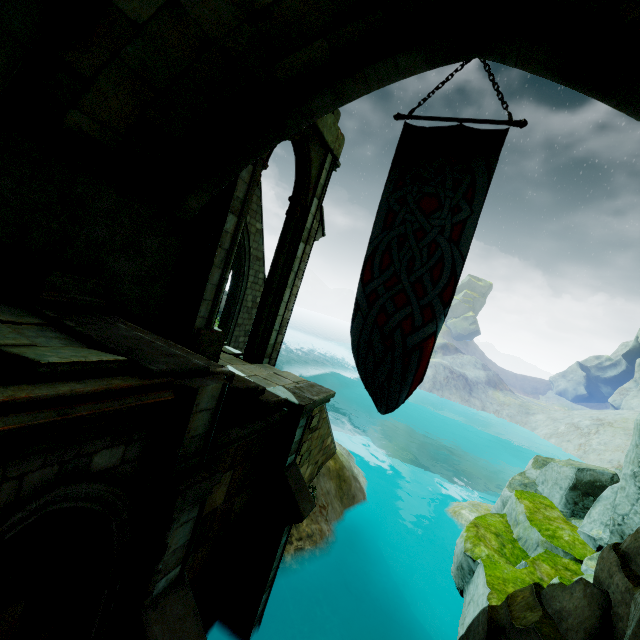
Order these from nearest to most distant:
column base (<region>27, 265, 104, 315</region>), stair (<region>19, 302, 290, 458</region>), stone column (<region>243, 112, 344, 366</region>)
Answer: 1. stair (<region>19, 302, 290, 458</region>)
2. column base (<region>27, 265, 104, 315</region>)
3. stone column (<region>243, 112, 344, 366</region>)

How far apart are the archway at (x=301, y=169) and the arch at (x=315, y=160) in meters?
0.0 m

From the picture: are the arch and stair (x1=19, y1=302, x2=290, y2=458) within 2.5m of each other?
no

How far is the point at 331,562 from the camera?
10.08m

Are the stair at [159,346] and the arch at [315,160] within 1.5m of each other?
no

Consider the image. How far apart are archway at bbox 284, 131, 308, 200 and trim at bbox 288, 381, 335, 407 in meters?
5.5

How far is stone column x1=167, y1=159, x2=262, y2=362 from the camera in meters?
6.9

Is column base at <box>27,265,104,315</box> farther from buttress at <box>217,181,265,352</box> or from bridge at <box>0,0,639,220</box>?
buttress at <box>217,181,265,352</box>
